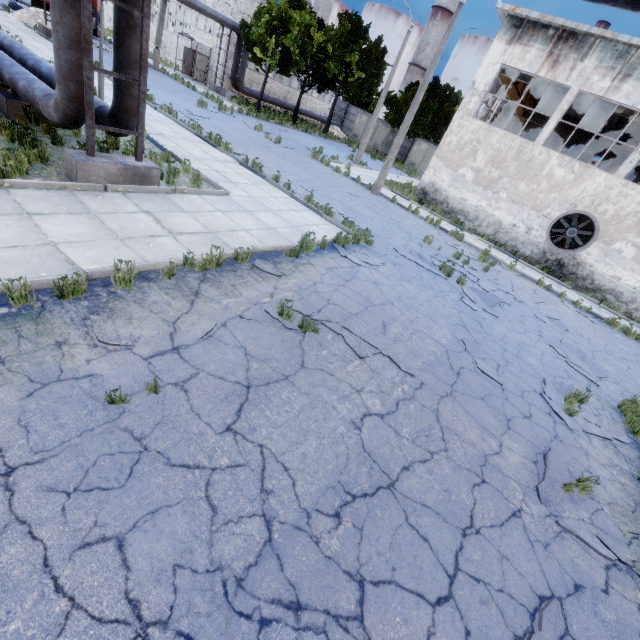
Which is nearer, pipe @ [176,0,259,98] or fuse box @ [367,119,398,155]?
pipe @ [176,0,259,98]

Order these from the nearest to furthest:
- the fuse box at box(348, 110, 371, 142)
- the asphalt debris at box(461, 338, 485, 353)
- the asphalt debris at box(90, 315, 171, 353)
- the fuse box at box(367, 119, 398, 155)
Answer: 1. the asphalt debris at box(90, 315, 171, 353)
2. the asphalt debris at box(461, 338, 485, 353)
3. the fuse box at box(367, 119, 398, 155)
4. the fuse box at box(348, 110, 371, 142)

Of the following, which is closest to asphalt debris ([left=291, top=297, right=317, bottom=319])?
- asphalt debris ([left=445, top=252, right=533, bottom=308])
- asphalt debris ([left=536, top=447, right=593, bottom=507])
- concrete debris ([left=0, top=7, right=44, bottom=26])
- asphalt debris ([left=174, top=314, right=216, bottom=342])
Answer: asphalt debris ([left=174, top=314, right=216, bottom=342])

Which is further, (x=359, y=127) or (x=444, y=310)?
(x=359, y=127)

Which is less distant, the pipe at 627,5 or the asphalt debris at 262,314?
the pipe at 627,5

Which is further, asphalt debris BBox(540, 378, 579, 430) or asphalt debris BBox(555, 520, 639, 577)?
asphalt debris BBox(540, 378, 579, 430)

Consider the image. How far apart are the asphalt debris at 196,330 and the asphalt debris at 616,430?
6.9m

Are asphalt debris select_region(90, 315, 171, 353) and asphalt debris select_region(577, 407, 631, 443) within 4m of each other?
no
